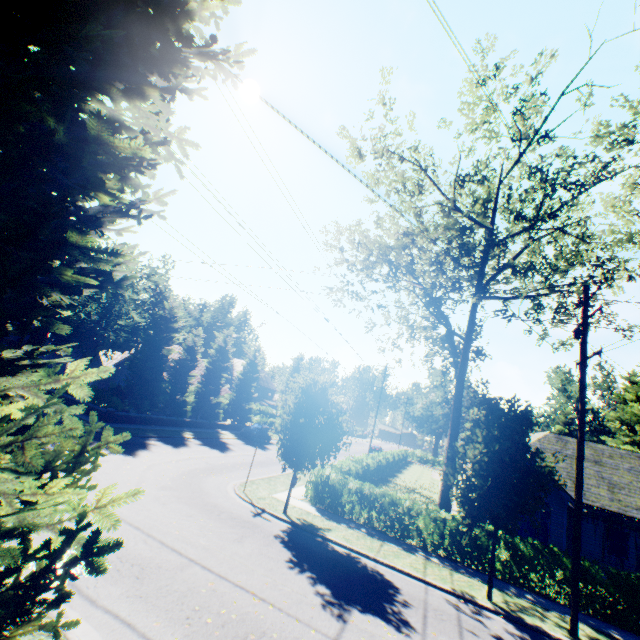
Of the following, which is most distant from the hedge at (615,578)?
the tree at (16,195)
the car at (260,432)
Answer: the car at (260,432)

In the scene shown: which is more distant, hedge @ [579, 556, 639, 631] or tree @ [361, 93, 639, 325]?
tree @ [361, 93, 639, 325]

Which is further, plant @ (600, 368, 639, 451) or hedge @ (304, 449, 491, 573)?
plant @ (600, 368, 639, 451)

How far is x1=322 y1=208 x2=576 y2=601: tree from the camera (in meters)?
11.12

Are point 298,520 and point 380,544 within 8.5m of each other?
yes

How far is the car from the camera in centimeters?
3275cm

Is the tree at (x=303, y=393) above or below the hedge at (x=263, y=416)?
above

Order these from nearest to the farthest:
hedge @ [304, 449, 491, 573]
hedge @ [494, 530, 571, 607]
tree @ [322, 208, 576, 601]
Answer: tree @ [322, 208, 576, 601] < hedge @ [494, 530, 571, 607] < hedge @ [304, 449, 491, 573]
